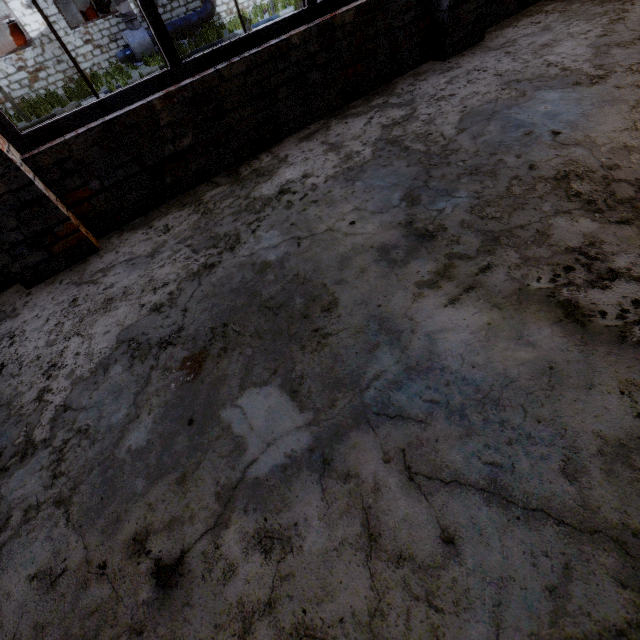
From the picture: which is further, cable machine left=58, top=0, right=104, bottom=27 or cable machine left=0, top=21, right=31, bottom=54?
cable machine left=58, top=0, right=104, bottom=27

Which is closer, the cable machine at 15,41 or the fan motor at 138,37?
the fan motor at 138,37

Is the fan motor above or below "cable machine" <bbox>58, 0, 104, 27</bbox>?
below

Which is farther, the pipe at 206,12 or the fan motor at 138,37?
the pipe at 206,12

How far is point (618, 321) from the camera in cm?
128

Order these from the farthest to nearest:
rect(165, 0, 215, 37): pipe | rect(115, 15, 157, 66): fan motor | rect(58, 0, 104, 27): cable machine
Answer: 1. rect(58, 0, 104, 27): cable machine
2. rect(165, 0, 215, 37): pipe
3. rect(115, 15, 157, 66): fan motor

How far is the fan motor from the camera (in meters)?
14.72

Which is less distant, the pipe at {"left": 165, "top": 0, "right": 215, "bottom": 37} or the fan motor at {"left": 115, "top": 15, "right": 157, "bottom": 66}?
the fan motor at {"left": 115, "top": 15, "right": 157, "bottom": 66}
